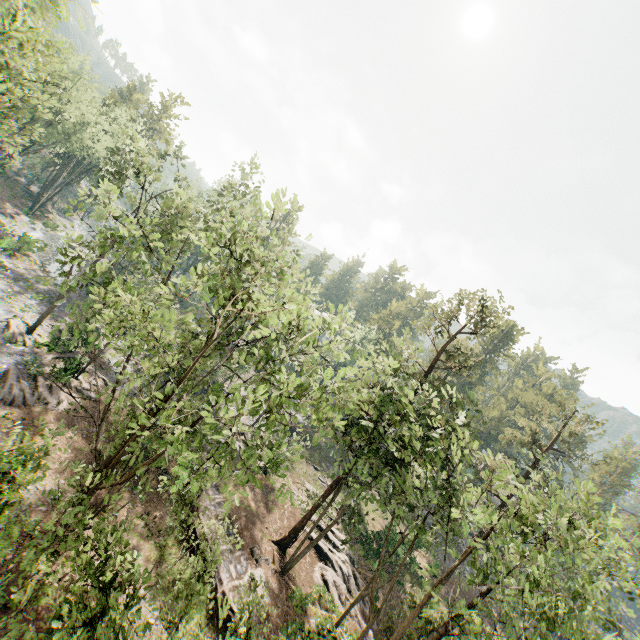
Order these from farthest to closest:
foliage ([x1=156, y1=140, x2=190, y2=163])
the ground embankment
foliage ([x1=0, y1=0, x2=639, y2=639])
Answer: foliage ([x1=156, y1=140, x2=190, y2=163]), the ground embankment, foliage ([x1=0, y1=0, x2=639, y2=639])

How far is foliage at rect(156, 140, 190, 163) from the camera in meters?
31.9 m

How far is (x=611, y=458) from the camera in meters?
51.5

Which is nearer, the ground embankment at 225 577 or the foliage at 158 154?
the ground embankment at 225 577

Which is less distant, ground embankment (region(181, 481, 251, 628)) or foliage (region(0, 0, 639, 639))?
foliage (region(0, 0, 639, 639))

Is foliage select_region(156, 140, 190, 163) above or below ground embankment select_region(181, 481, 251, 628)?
above

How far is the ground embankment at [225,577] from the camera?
19.11m

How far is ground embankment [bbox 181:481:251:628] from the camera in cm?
1911
